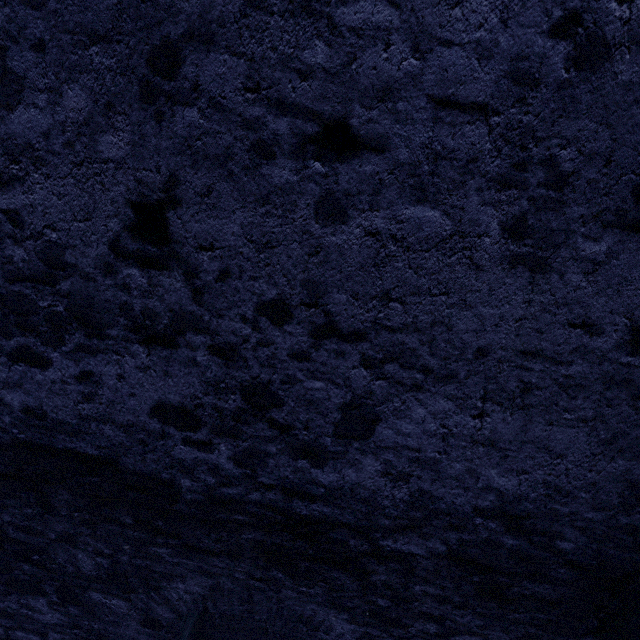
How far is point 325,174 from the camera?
1.44m
